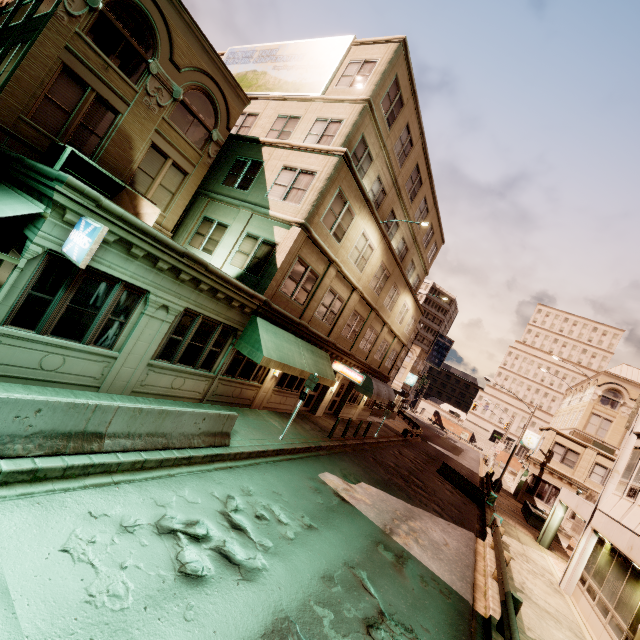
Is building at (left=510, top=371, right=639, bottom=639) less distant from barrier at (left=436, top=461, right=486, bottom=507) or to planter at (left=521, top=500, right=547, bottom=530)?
barrier at (left=436, top=461, right=486, bottom=507)

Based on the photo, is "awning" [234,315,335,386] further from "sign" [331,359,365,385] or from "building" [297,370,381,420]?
"sign" [331,359,365,385]

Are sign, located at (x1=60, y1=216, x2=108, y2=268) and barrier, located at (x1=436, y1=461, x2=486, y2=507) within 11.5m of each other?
no

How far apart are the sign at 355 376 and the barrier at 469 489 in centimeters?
1200cm

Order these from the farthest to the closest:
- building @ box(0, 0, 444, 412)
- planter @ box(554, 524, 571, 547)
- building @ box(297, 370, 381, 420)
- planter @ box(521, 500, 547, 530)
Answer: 1. planter @ box(521, 500, 547, 530)
2. planter @ box(554, 524, 571, 547)
3. building @ box(297, 370, 381, 420)
4. building @ box(0, 0, 444, 412)

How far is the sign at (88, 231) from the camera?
6.6 meters

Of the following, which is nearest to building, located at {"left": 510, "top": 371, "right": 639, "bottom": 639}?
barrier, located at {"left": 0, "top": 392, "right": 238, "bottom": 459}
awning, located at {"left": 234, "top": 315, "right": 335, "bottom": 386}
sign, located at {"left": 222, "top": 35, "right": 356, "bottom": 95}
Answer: barrier, located at {"left": 0, "top": 392, "right": 238, "bottom": 459}

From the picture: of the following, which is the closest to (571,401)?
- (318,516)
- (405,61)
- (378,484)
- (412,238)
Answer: (412,238)
